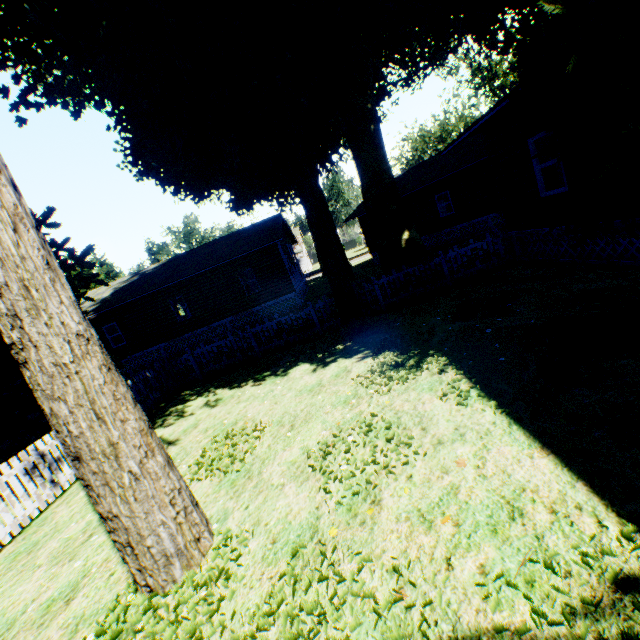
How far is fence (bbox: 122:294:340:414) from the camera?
11.0m

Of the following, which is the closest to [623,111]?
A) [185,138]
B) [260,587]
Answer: [260,587]

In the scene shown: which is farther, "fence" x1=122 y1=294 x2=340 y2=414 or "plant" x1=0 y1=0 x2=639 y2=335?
"fence" x1=122 y1=294 x2=340 y2=414

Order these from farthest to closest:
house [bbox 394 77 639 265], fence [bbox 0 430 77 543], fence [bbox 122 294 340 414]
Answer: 1. fence [bbox 122 294 340 414]
2. house [bbox 394 77 639 265]
3. fence [bbox 0 430 77 543]

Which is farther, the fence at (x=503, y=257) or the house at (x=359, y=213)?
the house at (x=359, y=213)

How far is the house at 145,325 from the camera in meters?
20.5

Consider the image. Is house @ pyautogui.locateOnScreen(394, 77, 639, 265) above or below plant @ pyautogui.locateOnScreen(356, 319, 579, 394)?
above
